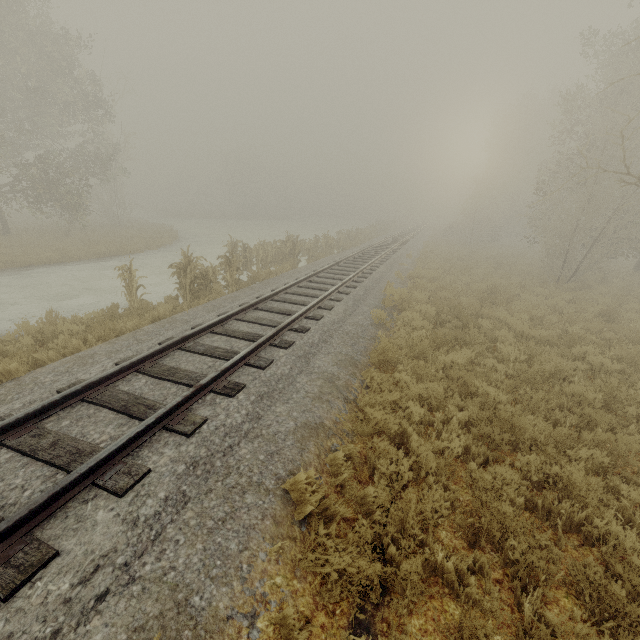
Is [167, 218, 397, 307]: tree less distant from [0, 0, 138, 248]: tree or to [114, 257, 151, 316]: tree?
[114, 257, 151, 316]: tree

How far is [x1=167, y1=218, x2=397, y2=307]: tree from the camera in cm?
1088

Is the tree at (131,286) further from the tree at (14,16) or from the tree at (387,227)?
the tree at (14,16)

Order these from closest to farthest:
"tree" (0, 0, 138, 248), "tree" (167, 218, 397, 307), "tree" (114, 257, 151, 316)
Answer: "tree" (114, 257, 151, 316) < "tree" (167, 218, 397, 307) < "tree" (0, 0, 138, 248)

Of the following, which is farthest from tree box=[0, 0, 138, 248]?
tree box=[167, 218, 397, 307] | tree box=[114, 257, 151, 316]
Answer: tree box=[114, 257, 151, 316]

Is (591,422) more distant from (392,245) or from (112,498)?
(392,245)

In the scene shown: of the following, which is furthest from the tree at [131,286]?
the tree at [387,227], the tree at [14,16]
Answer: the tree at [14,16]
